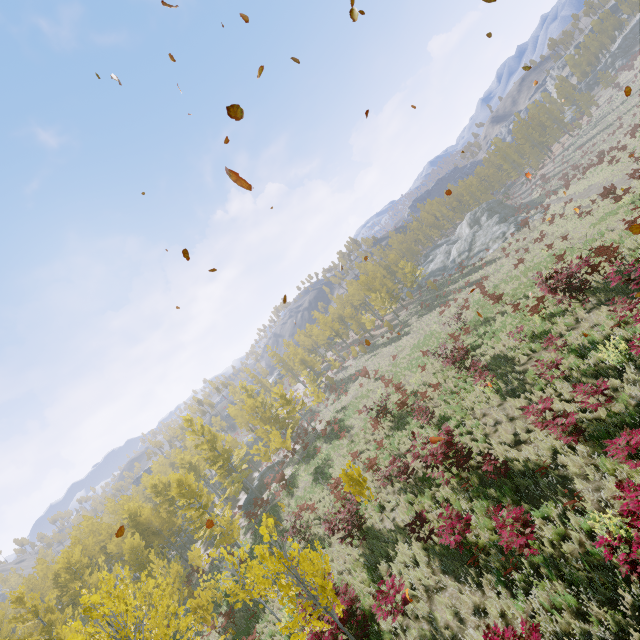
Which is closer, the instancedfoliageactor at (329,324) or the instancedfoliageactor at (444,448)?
the instancedfoliageactor at (444,448)

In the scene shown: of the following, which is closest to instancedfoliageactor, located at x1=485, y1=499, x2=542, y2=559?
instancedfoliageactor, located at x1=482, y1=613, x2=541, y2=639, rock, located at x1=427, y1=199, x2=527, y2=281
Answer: instancedfoliageactor, located at x1=482, y1=613, x2=541, y2=639

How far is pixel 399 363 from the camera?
30.78m

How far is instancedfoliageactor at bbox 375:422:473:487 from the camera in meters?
10.5 m

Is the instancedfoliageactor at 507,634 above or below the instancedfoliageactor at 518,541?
above

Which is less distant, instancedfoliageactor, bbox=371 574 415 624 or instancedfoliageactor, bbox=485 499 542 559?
instancedfoliageactor, bbox=485 499 542 559
